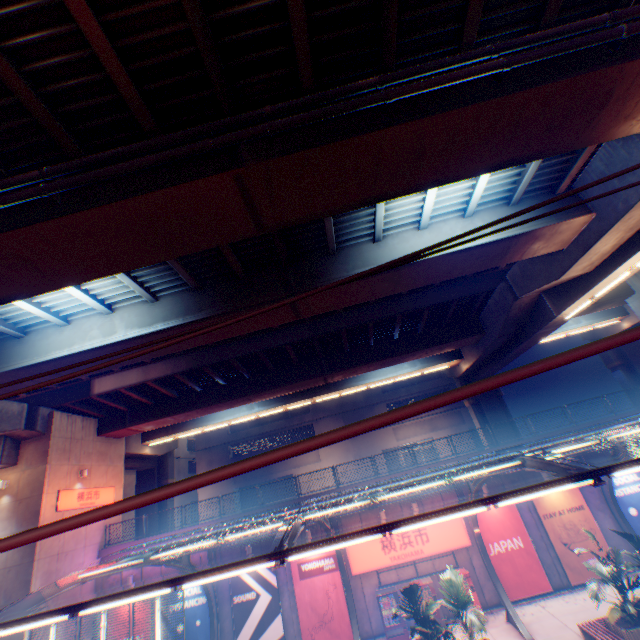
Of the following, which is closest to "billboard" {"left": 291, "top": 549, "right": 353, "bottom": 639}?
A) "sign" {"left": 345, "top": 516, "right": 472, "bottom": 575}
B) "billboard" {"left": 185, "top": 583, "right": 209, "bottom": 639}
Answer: "sign" {"left": 345, "top": 516, "right": 472, "bottom": 575}

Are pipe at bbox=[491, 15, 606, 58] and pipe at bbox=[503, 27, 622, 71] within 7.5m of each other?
yes

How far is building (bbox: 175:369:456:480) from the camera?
40.8m

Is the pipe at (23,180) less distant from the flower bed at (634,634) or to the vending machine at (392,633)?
the flower bed at (634,634)

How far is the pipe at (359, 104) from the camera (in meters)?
6.63

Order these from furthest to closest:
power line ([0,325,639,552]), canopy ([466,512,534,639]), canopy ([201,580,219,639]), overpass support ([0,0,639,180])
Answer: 1. canopy ([201,580,219,639])
2. canopy ([466,512,534,639])
3. overpass support ([0,0,639,180])
4. power line ([0,325,639,552])

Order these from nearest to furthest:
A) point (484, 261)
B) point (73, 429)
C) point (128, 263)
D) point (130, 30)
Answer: point (130, 30) → point (128, 263) → point (484, 261) → point (73, 429)

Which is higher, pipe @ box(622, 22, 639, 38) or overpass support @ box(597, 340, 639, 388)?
pipe @ box(622, 22, 639, 38)
